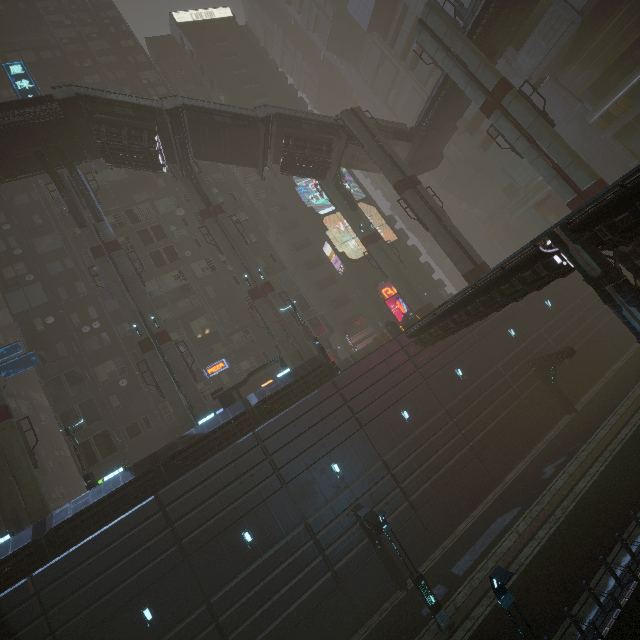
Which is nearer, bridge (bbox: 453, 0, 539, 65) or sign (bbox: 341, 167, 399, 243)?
bridge (bbox: 453, 0, 539, 65)

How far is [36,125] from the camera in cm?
2280

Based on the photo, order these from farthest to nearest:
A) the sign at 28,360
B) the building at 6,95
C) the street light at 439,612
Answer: the building at 6,95, the sign at 28,360, the street light at 439,612

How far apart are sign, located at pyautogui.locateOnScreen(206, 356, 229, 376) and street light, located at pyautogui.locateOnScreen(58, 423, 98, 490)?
11.37m

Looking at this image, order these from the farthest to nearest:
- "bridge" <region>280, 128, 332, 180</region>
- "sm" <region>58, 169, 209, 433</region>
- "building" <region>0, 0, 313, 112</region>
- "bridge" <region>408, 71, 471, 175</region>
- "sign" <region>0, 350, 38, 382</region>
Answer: "building" <region>0, 0, 313, 112</region>
"bridge" <region>280, 128, 332, 180</region>
"bridge" <region>408, 71, 471, 175</region>
"sm" <region>58, 169, 209, 433</region>
"sign" <region>0, 350, 38, 382</region>

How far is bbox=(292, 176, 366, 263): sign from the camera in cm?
3816

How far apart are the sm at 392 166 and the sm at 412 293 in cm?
645

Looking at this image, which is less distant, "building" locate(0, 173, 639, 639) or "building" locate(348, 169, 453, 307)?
"building" locate(0, 173, 639, 639)
